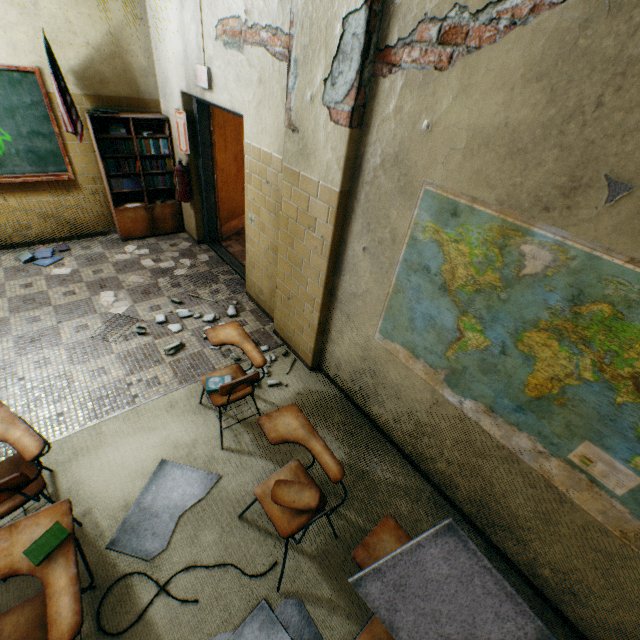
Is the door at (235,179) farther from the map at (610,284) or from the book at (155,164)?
the map at (610,284)

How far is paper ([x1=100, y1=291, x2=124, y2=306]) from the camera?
4.1m

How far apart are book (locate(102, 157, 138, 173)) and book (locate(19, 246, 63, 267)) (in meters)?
1.16

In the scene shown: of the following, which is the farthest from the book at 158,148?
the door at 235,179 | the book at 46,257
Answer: the book at 46,257

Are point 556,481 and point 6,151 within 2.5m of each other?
no

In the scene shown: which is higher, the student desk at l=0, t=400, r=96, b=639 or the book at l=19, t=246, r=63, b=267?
the student desk at l=0, t=400, r=96, b=639

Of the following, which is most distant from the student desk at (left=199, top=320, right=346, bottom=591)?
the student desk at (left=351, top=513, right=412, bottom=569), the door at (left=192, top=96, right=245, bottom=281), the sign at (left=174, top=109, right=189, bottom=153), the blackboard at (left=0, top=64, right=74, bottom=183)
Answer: the blackboard at (left=0, top=64, right=74, bottom=183)

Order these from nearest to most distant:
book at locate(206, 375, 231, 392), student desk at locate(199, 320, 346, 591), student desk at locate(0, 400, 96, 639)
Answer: student desk at locate(0, 400, 96, 639) → student desk at locate(199, 320, 346, 591) → book at locate(206, 375, 231, 392)
